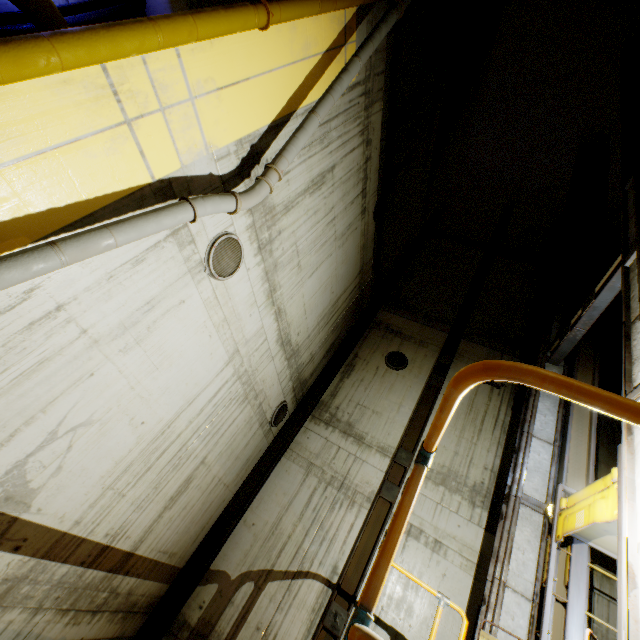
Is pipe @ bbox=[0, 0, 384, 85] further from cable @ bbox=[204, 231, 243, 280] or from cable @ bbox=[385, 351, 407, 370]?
cable @ bbox=[385, 351, 407, 370]

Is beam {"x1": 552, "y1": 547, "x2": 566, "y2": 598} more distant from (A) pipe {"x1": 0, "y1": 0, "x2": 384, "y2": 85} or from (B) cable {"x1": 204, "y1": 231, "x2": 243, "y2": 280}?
(B) cable {"x1": 204, "y1": 231, "x2": 243, "y2": 280}

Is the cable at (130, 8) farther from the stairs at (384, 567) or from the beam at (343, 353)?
the beam at (343, 353)

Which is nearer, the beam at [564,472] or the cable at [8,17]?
the cable at [8,17]

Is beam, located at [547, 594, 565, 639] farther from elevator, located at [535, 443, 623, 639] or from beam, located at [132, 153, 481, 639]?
beam, located at [132, 153, 481, 639]

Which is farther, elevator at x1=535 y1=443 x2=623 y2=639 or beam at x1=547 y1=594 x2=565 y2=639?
beam at x1=547 y1=594 x2=565 y2=639

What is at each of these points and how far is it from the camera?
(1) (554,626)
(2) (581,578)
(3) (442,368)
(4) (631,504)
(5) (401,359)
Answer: (1) beam, 5.0 meters
(2) elevator, 5.2 meters
(3) beam, 11.4 meters
(4) beam, 3.0 meters
(5) cable, 11.8 meters

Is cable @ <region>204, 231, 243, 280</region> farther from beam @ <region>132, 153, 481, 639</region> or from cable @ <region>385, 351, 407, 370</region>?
cable @ <region>385, 351, 407, 370</region>
